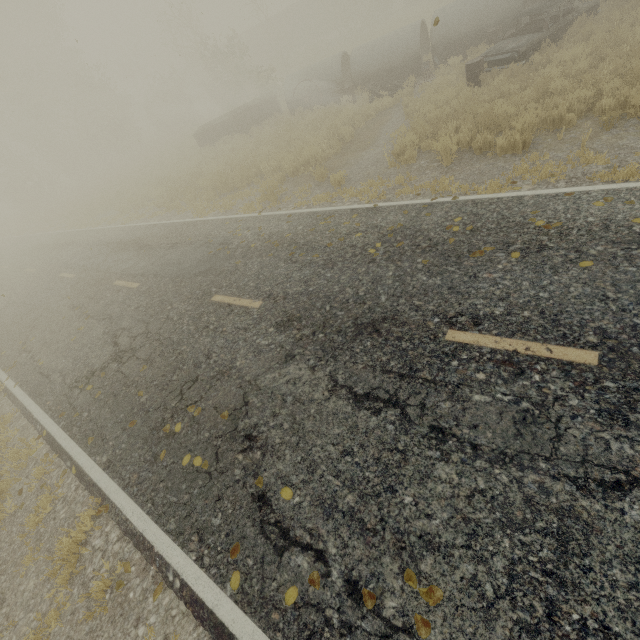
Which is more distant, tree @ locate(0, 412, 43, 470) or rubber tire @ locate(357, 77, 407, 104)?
rubber tire @ locate(357, 77, 407, 104)

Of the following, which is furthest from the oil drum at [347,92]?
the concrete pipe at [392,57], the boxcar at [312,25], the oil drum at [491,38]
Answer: the boxcar at [312,25]

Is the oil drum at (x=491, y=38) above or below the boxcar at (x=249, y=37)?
below

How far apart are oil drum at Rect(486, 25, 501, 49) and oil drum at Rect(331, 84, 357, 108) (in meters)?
5.20

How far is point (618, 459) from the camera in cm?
268

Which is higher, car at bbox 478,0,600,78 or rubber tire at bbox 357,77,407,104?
car at bbox 478,0,600,78

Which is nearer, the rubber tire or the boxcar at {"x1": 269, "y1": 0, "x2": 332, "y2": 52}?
the rubber tire

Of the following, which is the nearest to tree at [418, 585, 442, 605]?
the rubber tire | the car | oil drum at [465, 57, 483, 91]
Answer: the rubber tire
